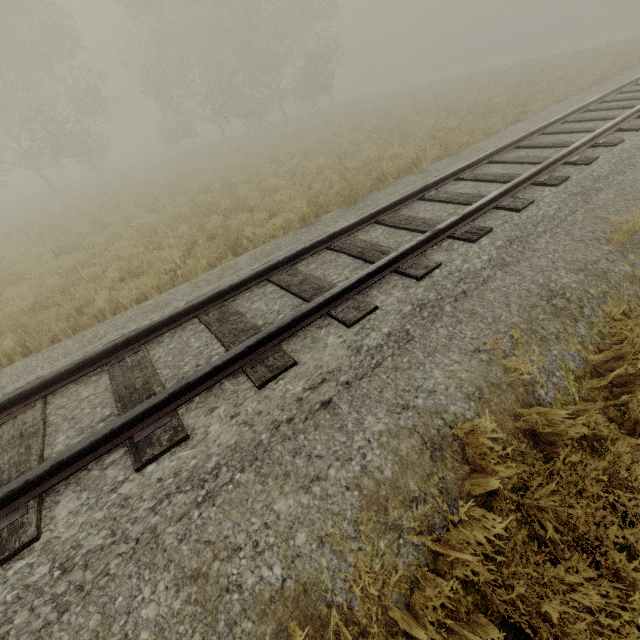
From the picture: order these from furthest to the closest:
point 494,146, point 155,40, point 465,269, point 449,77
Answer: point 449,77
point 155,40
point 494,146
point 465,269
